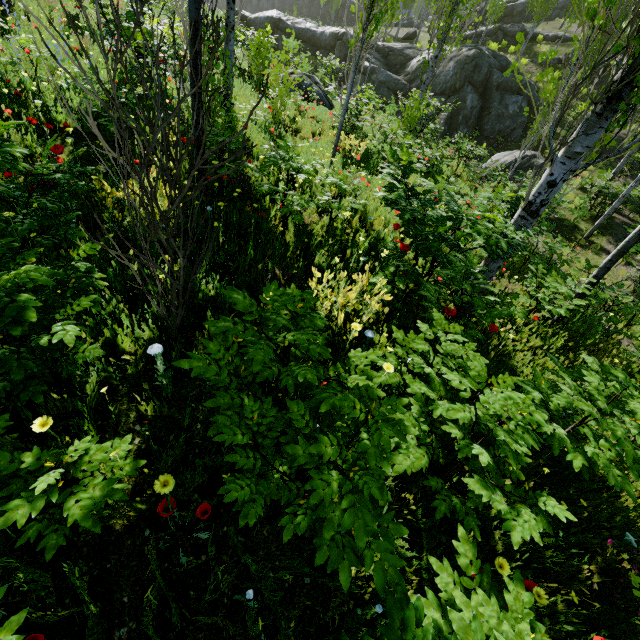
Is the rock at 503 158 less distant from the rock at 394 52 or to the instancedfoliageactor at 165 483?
the instancedfoliageactor at 165 483

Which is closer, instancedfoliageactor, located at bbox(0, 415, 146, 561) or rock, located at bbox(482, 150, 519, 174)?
instancedfoliageactor, located at bbox(0, 415, 146, 561)

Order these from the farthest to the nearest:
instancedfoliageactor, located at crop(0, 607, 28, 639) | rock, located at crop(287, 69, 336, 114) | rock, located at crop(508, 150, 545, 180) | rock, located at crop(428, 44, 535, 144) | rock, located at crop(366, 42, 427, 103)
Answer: rock, located at crop(366, 42, 427, 103) < rock, located at crop(428, 44, 535, 144) < rock, located at crop(508, 150, 545, 180) < rock, located at crop(287, 69, 336, 114) < instancedfoliageactor, located at crop(0, 607, 28, 639)

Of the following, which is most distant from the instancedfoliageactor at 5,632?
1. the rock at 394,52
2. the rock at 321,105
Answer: the rock at 321,105

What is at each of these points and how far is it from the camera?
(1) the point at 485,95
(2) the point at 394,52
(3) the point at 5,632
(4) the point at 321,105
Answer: (1) rock, 20.16m
(2) rock, 23.45m
(3) instancedfoliageactor, 1.19m
(4) rock, 12.70m

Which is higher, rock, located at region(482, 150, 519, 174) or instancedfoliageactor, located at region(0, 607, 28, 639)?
instancedfoliageactor, located at region(0, 607, 28, 639)

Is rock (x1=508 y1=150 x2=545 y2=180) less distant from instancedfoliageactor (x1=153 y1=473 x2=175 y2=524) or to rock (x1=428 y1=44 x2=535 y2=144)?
instancedfoliageactor (x1=153 y1=473 x2=175 y2=524)

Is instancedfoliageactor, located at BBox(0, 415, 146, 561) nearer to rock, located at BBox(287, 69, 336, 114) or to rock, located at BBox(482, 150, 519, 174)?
rock, located at BBox(482, 150, 519, 174)
